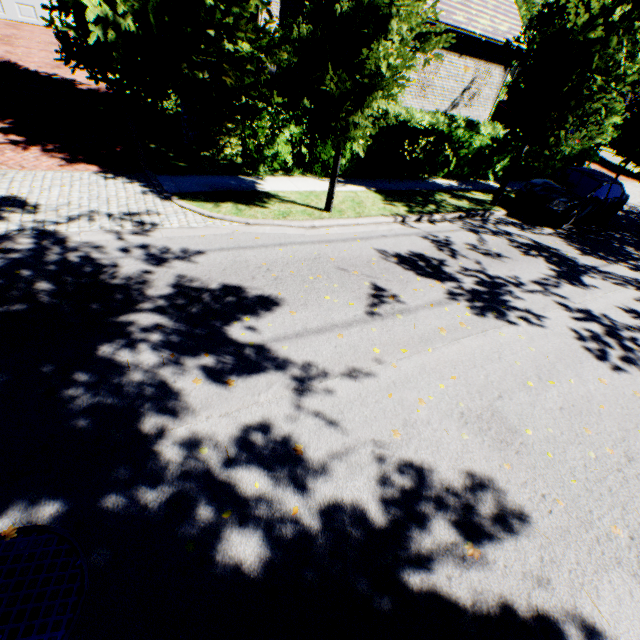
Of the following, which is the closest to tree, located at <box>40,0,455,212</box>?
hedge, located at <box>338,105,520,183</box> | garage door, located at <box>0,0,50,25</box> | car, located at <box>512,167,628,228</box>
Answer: car, located at <box>512,167,628,228</box>

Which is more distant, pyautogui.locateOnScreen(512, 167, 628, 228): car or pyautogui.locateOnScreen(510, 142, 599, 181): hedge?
pyautogui.locateOnScreen(510, 142, 599, 181): hedge

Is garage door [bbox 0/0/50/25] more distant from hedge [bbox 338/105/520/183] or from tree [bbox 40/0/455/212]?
tree [bbox 40/0/455/212]

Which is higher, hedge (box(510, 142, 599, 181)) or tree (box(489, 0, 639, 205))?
tree (box(489, 0, 639, 205))

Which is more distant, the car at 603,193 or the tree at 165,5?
the car at 603,193

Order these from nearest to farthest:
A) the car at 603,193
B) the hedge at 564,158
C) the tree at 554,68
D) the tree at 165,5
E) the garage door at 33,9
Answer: the tree at 165,5, the tree at 554,68, the car at 603,193, the hedge at 564,158, the garage door at 33,9

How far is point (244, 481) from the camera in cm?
319
